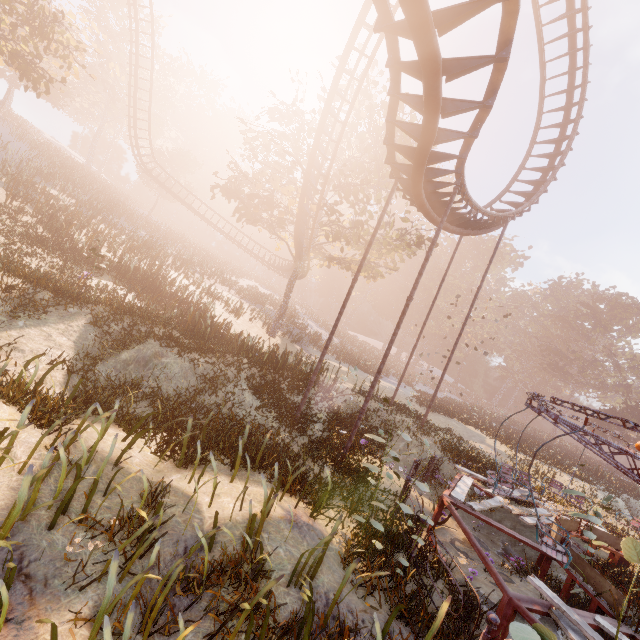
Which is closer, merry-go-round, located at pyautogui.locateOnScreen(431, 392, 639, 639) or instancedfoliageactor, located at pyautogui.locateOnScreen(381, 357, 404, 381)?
merry-go-round, located at pyautogui.locateOnScreen(431, 392, 639, 639)

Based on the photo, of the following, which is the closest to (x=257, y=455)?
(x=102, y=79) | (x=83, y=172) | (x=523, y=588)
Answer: (x=523, y=588)

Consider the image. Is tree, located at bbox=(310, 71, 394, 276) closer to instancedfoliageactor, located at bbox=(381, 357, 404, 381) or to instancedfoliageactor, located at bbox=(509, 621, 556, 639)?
instancedfoliageactor, located at bbox=(381, 357, 404, 381)

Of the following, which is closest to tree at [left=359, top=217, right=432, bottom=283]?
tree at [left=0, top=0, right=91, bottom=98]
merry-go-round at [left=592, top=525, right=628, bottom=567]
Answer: tree at [left=0, top=0, right=91, bottom=98]

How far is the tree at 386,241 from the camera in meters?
22.3

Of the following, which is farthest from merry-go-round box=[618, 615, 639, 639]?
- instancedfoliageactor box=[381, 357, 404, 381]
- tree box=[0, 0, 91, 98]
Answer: tree box=[0, 0, 91, 98]

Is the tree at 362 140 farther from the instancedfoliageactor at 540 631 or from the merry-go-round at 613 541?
the instancedfoliageactor at 540 631

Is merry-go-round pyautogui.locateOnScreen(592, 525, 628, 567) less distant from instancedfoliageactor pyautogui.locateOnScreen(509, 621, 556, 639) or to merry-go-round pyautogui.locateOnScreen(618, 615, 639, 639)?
merry-go-round pyautogui.locateOnScreen(618, 615, 639, 639)
